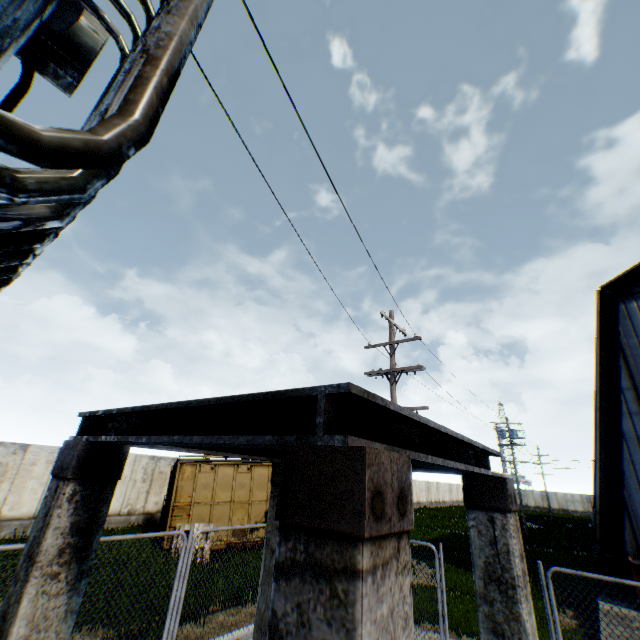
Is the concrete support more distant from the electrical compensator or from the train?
the train

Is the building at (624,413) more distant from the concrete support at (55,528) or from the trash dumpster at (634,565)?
the concrete support at (55,528)

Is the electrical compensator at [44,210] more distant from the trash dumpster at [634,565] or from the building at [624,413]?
the building at [624,413]

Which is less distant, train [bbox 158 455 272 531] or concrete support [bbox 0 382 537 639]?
concrete support [bbox 0 382 537 639]

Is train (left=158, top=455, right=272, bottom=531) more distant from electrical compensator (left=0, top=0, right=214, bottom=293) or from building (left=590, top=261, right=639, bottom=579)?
electrical compensator (left=0, top=0, right=214, bottom=293)

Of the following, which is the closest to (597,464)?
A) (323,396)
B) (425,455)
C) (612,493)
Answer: (612,493)

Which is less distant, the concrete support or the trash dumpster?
the concrete support

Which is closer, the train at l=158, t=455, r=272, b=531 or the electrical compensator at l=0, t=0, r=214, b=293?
the electrical compensator at l=0, t=0, r=214, b=293
